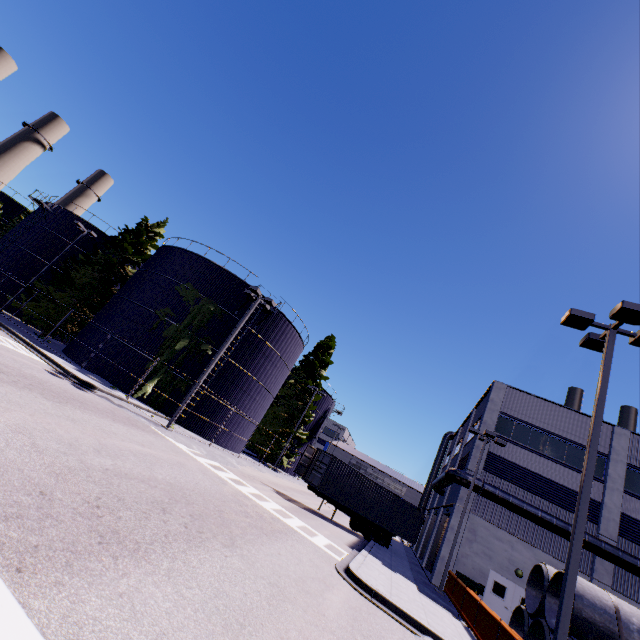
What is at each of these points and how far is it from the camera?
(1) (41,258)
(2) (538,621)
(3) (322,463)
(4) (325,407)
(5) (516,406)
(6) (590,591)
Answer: (1) silo, 34.0 meters
(2) concrete pipe stack, 12.0 meters
(3) cargo container door, 22.2 meters
(4) silo, 48.2 meters
(5) building, 25.1 meters
(6) concrete pipe stack, 10.7 meters

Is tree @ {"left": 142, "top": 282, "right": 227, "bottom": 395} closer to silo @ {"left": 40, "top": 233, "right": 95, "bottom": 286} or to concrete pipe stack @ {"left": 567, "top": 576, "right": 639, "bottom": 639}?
silo @ {"left": 40, "top": 233, "right": 95, "bottom": 286}

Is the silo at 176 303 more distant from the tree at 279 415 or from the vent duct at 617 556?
the vent duct at 617 556

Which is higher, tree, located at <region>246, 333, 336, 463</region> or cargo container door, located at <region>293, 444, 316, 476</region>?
cargo container door, located at <region>293, 444, 316, 476</region>

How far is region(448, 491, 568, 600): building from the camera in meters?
20.2 m

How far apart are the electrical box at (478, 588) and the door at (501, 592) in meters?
1.6

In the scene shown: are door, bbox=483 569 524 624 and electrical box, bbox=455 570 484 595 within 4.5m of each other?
yes

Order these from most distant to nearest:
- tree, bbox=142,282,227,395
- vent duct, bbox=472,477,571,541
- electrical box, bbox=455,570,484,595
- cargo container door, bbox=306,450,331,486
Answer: tree, bbox=142,282,227,395
cargo container door, bbox=306,450,331,486
vent duct, bbox=472,477,571,541
electrical box, bbox=455,570,484,595
